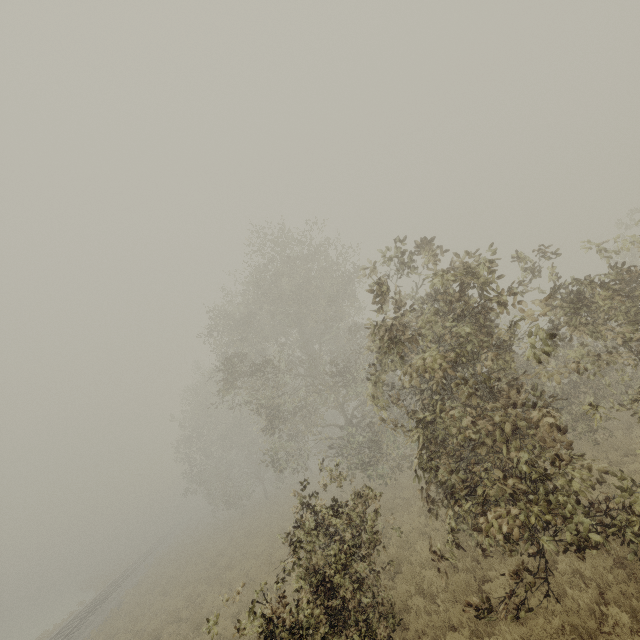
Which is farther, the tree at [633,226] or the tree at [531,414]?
the tree at [633,226]

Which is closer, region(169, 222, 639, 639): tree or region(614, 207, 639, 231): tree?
region(169, 222, 639, 639): tree

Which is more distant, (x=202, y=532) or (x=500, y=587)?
(x=202, y=532)
